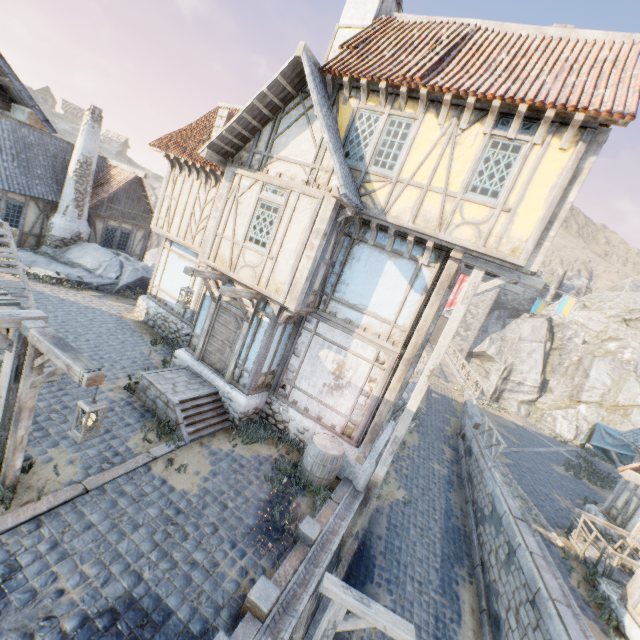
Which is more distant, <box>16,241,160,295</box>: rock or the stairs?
<box>16,241,160,295</box>: rock

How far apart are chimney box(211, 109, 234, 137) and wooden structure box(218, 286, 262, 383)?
7.1 meters

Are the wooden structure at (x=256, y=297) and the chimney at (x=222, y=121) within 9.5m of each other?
yes

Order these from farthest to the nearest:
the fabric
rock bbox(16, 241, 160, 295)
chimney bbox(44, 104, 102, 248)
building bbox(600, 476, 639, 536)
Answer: chimney bbox(44, 104, 102, 248), rock bbox(16, 241, 160, 295), the fabric, building bbox(600, 476, 639, 536)

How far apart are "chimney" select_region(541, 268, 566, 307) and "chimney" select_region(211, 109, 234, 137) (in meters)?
41.48

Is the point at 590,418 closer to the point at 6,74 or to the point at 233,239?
the point at 233,239

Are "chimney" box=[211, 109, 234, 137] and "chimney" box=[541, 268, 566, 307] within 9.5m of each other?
no

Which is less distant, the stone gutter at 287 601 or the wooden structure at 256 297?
the stone gutter at 287 601
